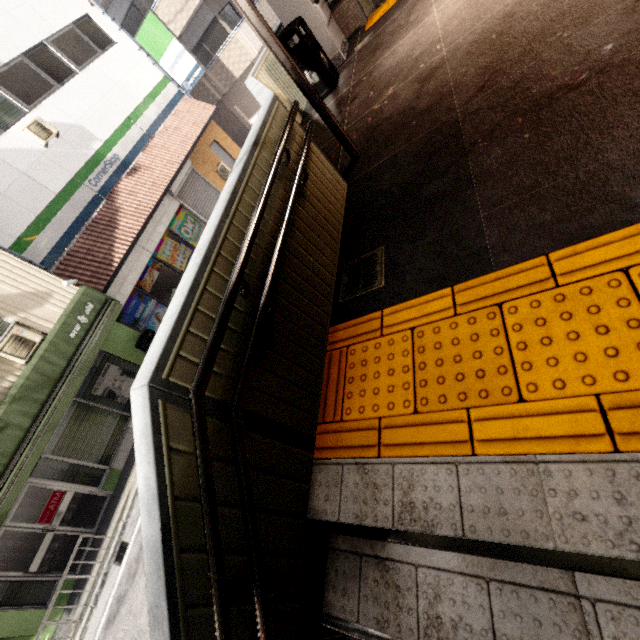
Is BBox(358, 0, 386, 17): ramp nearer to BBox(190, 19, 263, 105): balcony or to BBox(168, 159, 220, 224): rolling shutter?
BBox(190, 19, 263, 105): balcony

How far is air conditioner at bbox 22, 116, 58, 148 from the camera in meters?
9.7

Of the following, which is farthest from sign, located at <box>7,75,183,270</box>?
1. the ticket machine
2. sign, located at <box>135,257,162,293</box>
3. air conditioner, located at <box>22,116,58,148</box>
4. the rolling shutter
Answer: the ticket machine

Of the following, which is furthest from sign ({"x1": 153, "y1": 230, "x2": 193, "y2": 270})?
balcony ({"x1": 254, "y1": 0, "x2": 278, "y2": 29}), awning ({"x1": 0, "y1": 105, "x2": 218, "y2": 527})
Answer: balcony ({"x1": 254, "y1": 0, "x2": 278, "y2": 29})

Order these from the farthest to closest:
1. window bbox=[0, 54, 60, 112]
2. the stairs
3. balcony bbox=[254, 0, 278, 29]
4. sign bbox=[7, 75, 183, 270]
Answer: balcony bbox=[254, 0, 278, 29], window bbox=[0, 54, 60, 112], sign bbox=[7, 75, 183, 270], the stairs

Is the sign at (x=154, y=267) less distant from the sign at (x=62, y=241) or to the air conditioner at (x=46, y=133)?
the sign at (x=62, y=241)

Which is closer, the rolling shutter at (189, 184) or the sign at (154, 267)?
A: the sign at (154, 267)

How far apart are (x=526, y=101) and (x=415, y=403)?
2.5 meters
